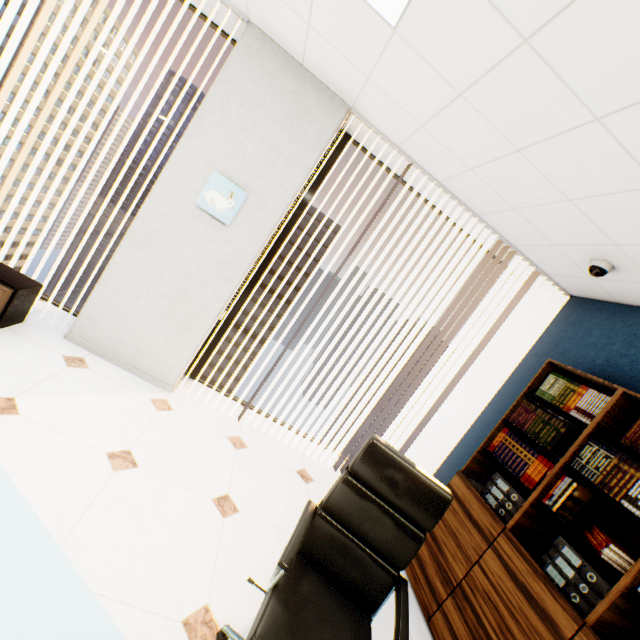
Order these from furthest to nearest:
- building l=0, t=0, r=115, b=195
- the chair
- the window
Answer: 1. building l=0, t=0, r=115, b=195
2. the window
3. the chair

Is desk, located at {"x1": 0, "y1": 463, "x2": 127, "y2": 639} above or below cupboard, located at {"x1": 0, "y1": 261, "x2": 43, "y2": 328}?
above

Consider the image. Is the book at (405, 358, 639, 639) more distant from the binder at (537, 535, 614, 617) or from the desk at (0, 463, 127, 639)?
the desk at (0, 463, 127, 639)

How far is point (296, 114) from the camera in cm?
266

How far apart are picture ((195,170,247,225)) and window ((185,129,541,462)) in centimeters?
57cm

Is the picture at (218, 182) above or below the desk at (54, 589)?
above

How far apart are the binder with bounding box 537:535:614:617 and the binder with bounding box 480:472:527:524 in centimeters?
34cm

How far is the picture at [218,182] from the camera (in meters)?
2.67
